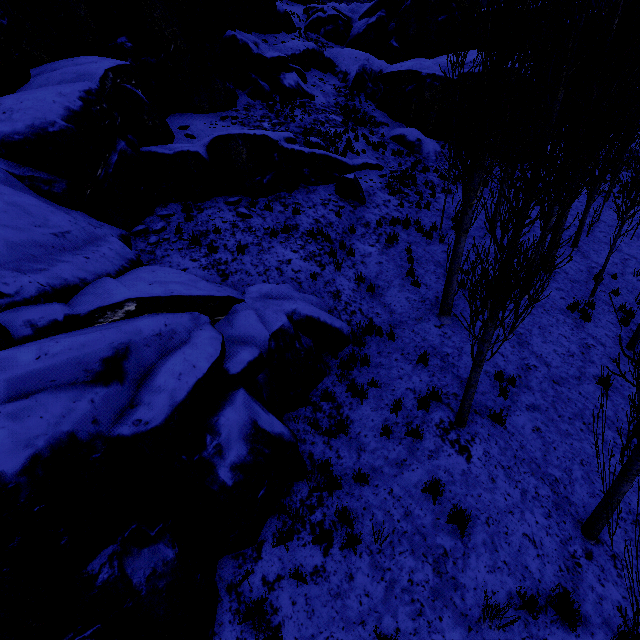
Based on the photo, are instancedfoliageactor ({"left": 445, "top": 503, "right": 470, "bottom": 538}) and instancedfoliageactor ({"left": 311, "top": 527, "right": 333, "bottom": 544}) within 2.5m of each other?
yes

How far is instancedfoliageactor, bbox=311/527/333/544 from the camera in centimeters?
484cm

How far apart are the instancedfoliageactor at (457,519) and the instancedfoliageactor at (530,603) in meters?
1.0 m

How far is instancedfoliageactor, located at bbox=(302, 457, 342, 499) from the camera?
5.44m

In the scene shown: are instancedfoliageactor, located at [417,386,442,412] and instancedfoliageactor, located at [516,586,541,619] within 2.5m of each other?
no

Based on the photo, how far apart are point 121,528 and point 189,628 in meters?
1.4 m

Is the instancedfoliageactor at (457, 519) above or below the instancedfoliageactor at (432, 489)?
below

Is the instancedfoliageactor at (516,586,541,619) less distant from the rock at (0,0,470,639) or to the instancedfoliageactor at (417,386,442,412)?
the instancedfoliageactor at (417,386,442,412)
